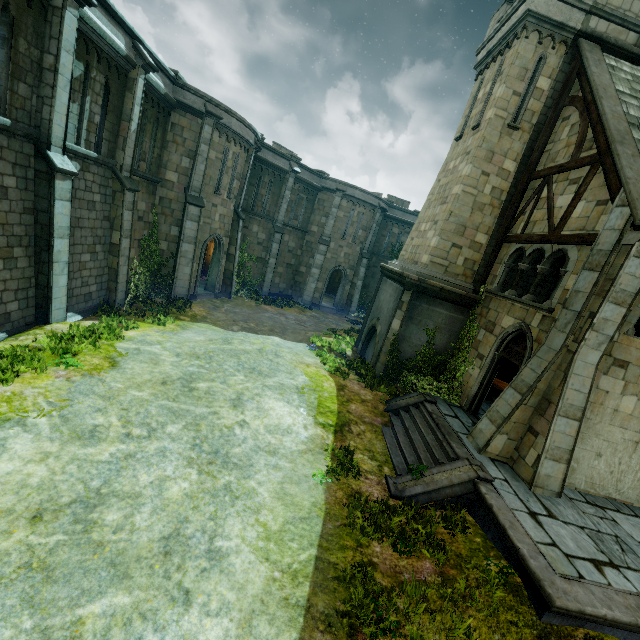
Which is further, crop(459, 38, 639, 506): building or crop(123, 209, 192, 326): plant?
crop(123, 209, 192, 326): plant

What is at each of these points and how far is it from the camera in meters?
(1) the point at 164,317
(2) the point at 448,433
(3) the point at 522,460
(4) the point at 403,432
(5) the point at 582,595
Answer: (1) plant, 14.2 m
(2) wall trim, 9.7 m
(3) building, 8.6 m
(4) stair, 10.5 m
(5) wall trim, 5.5 m

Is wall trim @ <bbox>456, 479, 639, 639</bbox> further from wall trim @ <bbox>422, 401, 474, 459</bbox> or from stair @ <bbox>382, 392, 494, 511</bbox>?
wall trim @ <bbox>422, 401, 474, 459</bbox>

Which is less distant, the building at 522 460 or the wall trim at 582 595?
the wall trim at 582 595

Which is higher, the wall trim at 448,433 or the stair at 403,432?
the wall trim at 448,433

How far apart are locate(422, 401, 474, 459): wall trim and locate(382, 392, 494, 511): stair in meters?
0.0

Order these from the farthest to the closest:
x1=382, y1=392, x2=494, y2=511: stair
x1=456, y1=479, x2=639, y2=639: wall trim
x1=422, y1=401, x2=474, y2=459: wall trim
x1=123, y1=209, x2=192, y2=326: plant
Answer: x1=123, y1=209, x2=192, y2=326: plant, x1=422, y1=401, x2=474, y2=459: wall trim, x1=382, y1=392, x2=494, y2=511: stair, x1=456, y1=479, x2=639, y2=639: wall trim

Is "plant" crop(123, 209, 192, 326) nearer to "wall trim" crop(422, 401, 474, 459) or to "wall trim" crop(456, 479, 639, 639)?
"wall trim" crop(422, 401, 474, 459)
